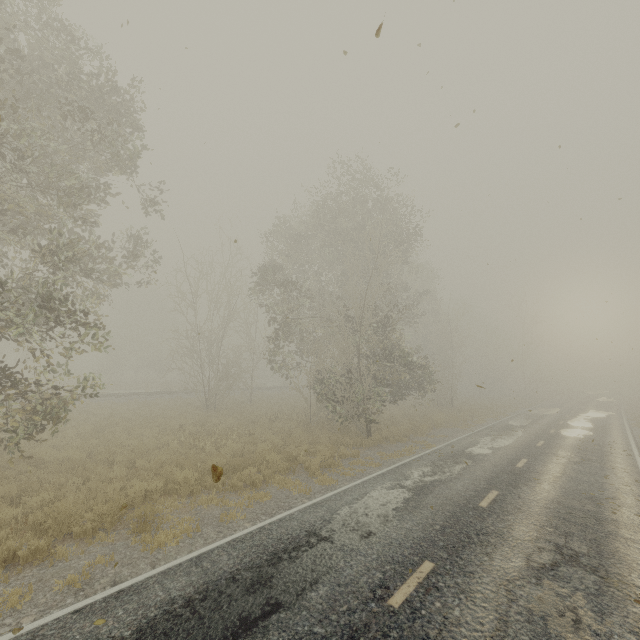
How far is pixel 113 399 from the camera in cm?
2822

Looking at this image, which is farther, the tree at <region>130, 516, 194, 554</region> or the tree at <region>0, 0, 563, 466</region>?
the tree at <region>0, 0, 563, 466</region>

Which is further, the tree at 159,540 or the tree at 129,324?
the tree at 129,324

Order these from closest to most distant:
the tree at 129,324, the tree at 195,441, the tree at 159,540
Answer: the tree at 159,540 → the tree at 129,324 → the tree at 195,441

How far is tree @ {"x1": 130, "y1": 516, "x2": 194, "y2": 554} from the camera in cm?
677

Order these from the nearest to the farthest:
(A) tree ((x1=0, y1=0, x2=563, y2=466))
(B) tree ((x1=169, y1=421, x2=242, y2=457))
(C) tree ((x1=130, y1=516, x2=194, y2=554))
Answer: (C) tree ((x1=130, y1=516, x2=194, y2=554)), (A) tree ((x1=0, y1=0, x2=563, y2=466)), (B) tree ((x1=169, y1=421, x2=242, y2=457))
